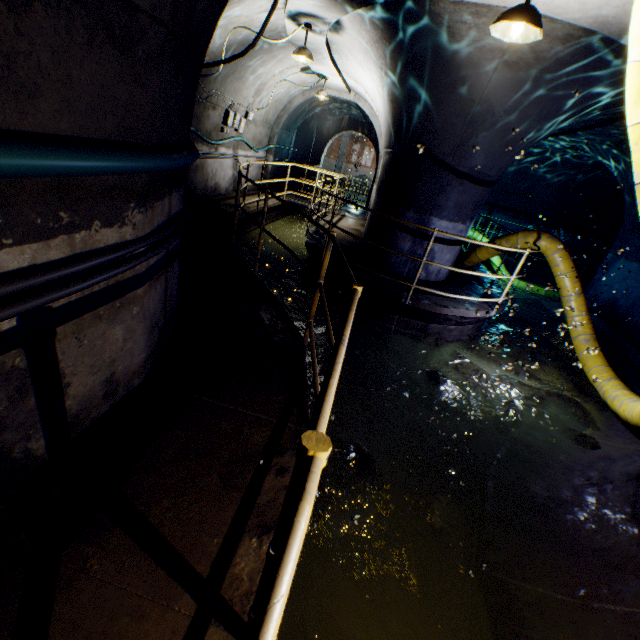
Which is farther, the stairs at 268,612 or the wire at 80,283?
the wire at 80,283

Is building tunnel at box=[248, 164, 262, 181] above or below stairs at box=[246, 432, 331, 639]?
below

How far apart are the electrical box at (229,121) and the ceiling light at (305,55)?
3.5m

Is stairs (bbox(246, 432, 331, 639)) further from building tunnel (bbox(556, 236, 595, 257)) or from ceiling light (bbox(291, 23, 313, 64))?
ceiling light (bbox(291, 23, 313, 64))

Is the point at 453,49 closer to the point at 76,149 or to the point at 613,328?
the point at 76,149

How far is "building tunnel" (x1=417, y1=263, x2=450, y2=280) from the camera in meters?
6.8 m

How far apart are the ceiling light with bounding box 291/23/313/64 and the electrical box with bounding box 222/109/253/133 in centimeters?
353cm

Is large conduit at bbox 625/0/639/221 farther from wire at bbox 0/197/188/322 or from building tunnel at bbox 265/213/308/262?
wire at bbox 0/197/188/322
